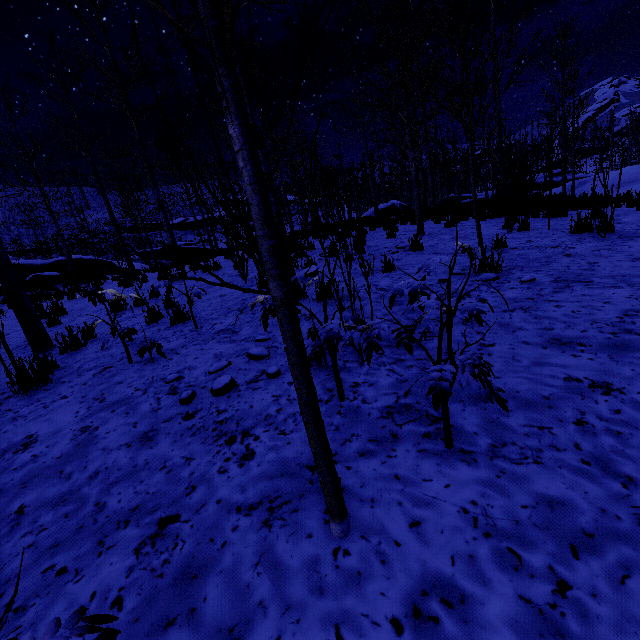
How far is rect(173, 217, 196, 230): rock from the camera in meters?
48.1

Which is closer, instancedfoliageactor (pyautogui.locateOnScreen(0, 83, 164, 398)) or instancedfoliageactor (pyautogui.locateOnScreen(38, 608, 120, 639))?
instancedfoliageactor (pyautogui.locateOnScreen(38, 608, 120, 639))

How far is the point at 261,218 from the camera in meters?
1.0

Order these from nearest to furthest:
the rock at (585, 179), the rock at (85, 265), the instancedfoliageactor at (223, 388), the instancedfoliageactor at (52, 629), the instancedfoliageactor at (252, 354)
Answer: the instancedfoliageactor at (52, 629), the instancedfoliageactor at (223, 388), the instancedfoliageactor at (252, 354), the rock at (585, 179), the rock at (85, 265)

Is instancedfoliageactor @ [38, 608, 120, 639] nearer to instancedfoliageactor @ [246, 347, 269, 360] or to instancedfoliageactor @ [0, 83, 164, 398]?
instancedfoliageactor @ [246, 347, 269, 360]

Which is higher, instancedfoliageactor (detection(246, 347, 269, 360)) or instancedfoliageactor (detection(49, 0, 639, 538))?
instancedfoliageactor (detection(49, 0, 639, 538))

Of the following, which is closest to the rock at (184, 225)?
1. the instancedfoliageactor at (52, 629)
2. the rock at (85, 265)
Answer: the rock at (85, 265)

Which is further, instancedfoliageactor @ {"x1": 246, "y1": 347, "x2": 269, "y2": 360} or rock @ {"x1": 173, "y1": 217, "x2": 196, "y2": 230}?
rock @ {"x1": 173, "y1": 217, "x2": 196, "y2": 230}
